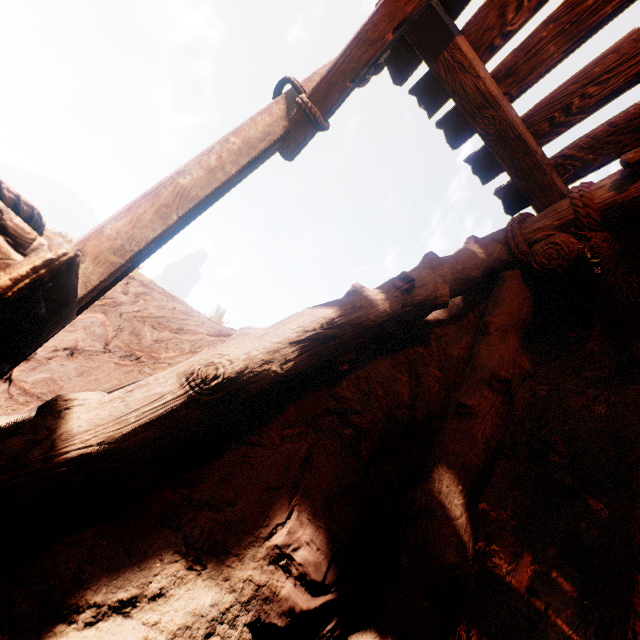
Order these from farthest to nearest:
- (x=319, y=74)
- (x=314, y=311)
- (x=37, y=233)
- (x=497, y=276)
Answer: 1. (x=497, y=276)
2. (x=319, y=74)
3. (x=314, y=311)
4. (x=37, y=233)

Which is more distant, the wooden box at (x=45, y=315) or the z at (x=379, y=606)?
the z at (x=379, y=606)

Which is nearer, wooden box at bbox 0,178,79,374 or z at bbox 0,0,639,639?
wooden box at bbox 0,178,79,374
